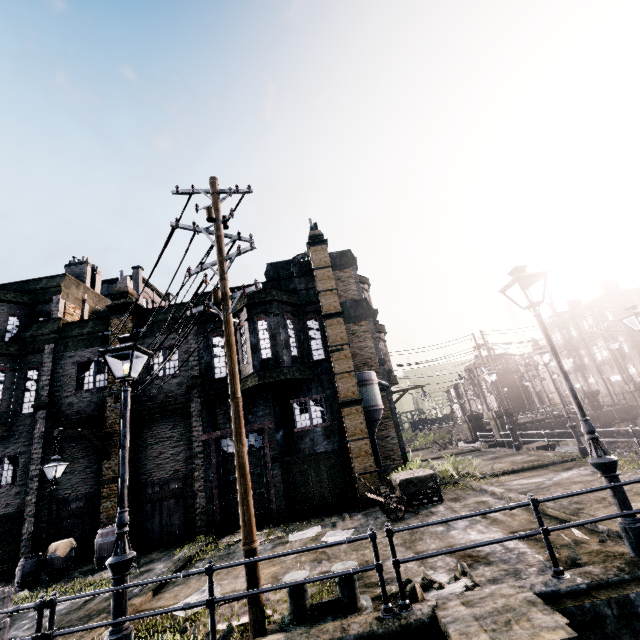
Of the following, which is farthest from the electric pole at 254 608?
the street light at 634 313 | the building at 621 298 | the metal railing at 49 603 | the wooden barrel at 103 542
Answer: the building at 621 298

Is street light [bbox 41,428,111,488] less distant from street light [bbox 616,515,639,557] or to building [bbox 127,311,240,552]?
building [bbox 127,311,240,552]

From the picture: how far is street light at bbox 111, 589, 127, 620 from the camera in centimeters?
549cm

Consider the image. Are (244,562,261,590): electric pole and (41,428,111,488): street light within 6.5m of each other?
yes

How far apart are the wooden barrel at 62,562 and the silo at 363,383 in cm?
1303

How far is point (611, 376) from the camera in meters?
44.2

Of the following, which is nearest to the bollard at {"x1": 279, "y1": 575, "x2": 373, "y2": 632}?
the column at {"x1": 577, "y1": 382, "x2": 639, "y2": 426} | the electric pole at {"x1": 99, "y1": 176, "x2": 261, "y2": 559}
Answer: the electric pole at {"x1": 99, "y1": 176, "x2": 261, "y2": 559}

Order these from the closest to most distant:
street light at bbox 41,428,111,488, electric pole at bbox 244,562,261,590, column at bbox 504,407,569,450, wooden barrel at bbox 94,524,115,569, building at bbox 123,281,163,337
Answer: electric pole at bbox 244,562,261,590
street light at bbox 41,428,111,488
wooden barrel at bbox 94,524,115,569
building at bbox 123,281,163,337
column at bbox 504,407,569,450
